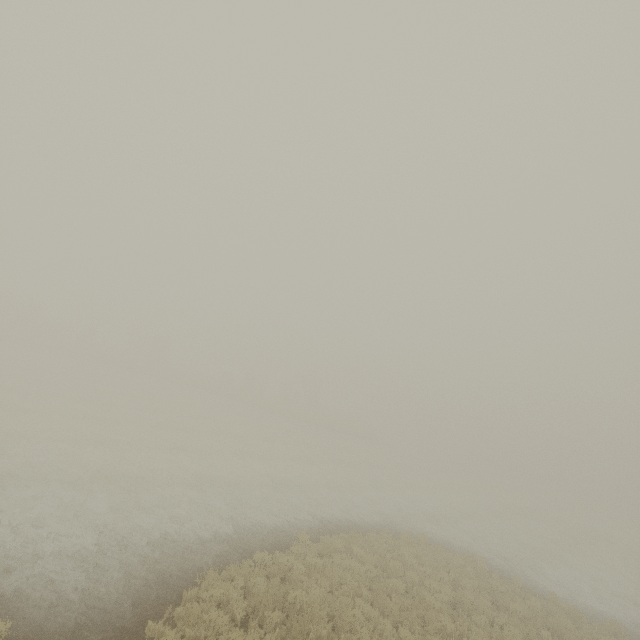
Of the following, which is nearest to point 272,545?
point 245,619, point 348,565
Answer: point 348,565
